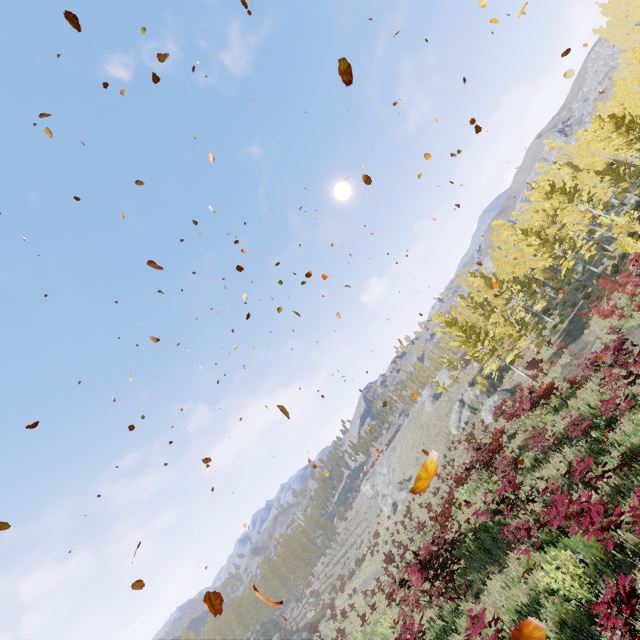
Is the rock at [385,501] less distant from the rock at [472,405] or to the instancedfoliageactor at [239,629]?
the rock at [472,405]

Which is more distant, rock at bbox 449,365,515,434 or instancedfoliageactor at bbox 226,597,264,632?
Result: instancedfoliageactor at bbox 226,597,264,632

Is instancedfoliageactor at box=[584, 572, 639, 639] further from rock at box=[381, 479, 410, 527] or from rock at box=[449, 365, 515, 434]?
rock at box=[381, 479, 410, 527]

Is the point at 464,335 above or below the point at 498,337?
above

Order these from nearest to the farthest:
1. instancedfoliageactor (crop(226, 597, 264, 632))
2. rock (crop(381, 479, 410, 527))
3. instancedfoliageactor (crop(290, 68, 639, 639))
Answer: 1. instancedfoliageactor (crop(290, 68, 639, 639))
2. rock (crop(381, 479, 410, 527))
3. instancedfoliageactor (crop(226, 597, 264, 632))

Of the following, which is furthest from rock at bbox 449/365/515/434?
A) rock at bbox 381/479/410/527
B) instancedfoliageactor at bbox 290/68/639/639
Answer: rock at bbox 381/479/410/527

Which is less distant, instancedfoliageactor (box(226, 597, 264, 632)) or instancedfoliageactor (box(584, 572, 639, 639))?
instancedfoliageactor (box(584, 572, 639, 639))

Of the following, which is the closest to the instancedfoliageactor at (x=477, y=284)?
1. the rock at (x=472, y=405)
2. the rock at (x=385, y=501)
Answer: the rock at (x=472, y=405)
